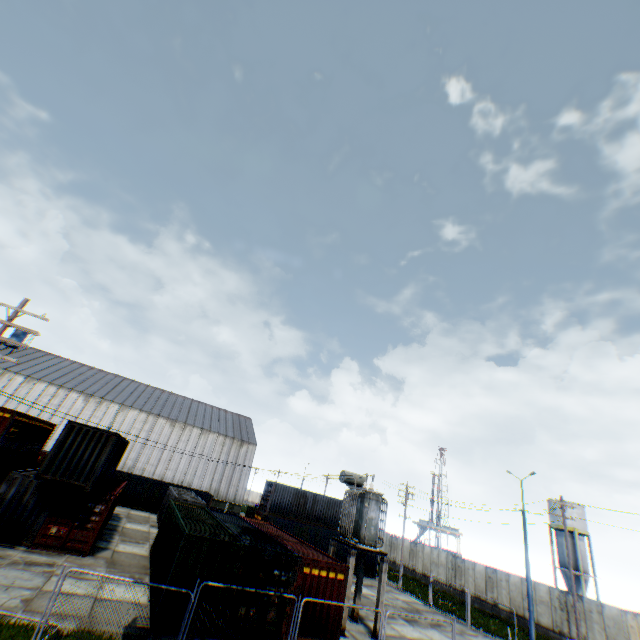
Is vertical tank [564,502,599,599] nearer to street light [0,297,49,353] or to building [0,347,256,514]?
building [0,347,256,514]

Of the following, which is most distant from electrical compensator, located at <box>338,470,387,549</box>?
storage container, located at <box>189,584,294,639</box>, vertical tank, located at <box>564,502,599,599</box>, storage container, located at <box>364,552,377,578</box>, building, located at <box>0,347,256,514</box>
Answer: vertical tank, located at <box>564,502,599,599</box>

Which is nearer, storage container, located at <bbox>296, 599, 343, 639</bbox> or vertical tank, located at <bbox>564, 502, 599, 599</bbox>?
storage container, located at <bbox>296, 599, 343, 639</bbox>

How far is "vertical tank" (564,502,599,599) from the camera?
38.9 meters

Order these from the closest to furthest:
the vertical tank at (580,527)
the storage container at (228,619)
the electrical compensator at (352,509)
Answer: the storage container at (228,619) < the electrical compensator at (352,509) < the vertical tank at (580,527)

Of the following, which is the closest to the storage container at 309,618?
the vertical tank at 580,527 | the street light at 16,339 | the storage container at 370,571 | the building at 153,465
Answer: the storage container at 370,571

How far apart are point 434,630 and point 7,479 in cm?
2618

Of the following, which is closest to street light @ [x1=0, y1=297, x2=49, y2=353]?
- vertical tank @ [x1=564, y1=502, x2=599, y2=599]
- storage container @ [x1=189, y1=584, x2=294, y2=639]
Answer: storage container @ [x1=189, y1=584, x2=294, y2=639]
